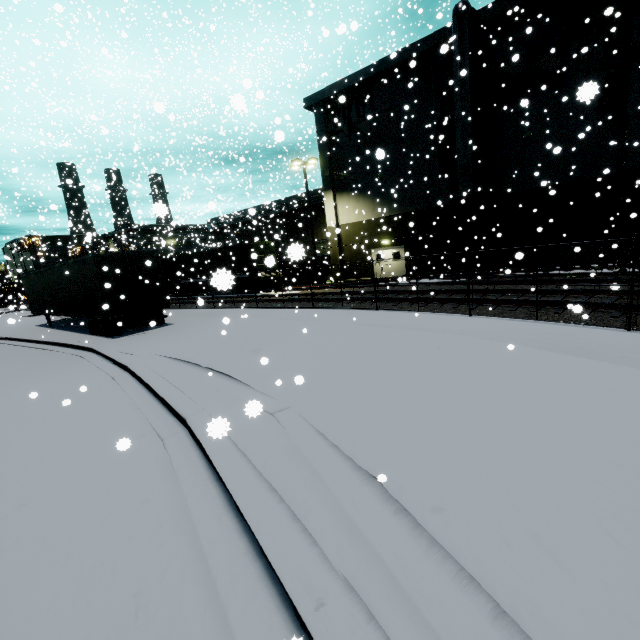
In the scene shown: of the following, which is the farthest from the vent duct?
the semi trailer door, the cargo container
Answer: the cargo container

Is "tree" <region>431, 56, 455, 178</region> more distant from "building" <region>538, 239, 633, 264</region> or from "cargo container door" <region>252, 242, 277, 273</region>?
"cargo container door" <region>252, 242, 277, 273</region>

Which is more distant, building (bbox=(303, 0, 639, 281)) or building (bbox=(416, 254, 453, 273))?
building (bbox=(416, 254, 453, 273))

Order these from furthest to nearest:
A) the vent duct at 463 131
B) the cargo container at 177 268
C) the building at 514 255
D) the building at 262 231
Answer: the cargo container at 177 268 → the building at 514 255 → the vent duct at 463 131 → the building at 262 231

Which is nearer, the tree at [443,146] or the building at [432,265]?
the tree at [443,146]

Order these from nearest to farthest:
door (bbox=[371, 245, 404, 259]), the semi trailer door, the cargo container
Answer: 1. the semi trailer door
2. the cargo container
3. door (bbox=[371, 245, 404, 259])

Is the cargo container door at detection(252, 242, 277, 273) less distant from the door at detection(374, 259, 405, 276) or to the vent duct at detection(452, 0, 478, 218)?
the vent duct at detection(452, 0, 478, 218)

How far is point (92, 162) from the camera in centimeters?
4638cm
